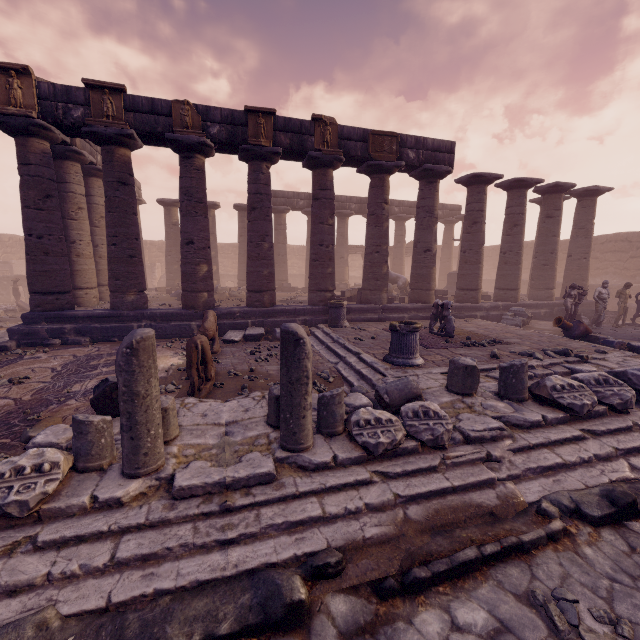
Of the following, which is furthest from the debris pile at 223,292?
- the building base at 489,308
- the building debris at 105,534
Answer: the building debris at 105,534

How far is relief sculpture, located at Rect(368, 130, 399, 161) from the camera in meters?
11.6

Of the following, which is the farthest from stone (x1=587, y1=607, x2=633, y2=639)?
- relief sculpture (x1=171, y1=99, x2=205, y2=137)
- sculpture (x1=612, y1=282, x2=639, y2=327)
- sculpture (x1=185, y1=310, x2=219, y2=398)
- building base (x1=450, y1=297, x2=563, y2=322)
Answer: sculpture (x1=612, y1=282, x2=639, y2=327)

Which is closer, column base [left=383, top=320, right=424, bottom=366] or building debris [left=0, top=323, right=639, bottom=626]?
building debris [left=0, top=323, right=639, bottom=626]

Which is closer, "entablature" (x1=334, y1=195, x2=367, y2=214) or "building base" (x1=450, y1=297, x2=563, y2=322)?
"building base" (x1=450, y1=297, x2=563, y2=322)

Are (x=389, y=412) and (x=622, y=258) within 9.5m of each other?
no

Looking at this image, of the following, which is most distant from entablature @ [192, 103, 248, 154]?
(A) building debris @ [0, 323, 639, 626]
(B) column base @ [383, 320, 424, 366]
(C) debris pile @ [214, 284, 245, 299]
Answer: (A) building debris @ [0, 323, 639, 626]

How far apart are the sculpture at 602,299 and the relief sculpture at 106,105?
17.68m
